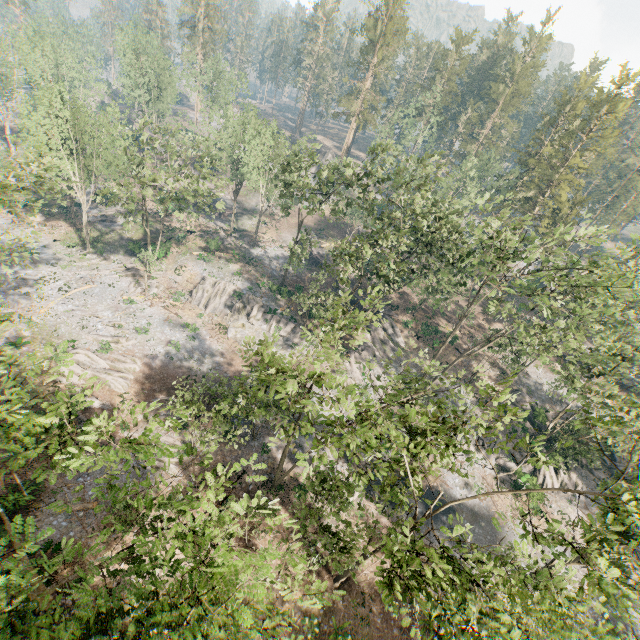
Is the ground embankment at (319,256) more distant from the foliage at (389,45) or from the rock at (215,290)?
the foliage at (389,45)

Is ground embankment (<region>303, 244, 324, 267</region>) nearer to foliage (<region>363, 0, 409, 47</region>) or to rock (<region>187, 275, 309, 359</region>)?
rock (<region>187, 275, 309, 359</region>)

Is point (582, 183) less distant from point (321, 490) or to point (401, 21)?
point (401, 21)

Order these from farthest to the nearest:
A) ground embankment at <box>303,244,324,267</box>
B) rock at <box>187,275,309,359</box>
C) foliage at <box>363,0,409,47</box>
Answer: foliage at <box>363,0,409,47</box>, ground embankment at <box>303,244,324,267</box>, rock at <box>187,275,309,359</box>

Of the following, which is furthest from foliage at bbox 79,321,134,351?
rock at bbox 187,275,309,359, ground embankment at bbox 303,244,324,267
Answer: ground embankment at bbox 303,244,324,267

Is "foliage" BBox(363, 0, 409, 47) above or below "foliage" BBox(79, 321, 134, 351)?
above

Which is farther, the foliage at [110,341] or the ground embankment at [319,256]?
the ground embankment at [319,256]
